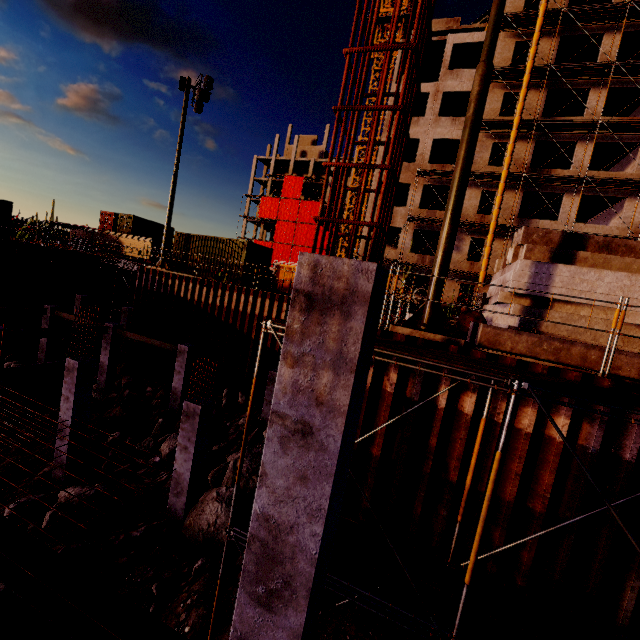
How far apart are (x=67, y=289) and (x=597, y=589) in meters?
34.8

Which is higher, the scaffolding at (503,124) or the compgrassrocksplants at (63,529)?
the scaffolding at (503,124)

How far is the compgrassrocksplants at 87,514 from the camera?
8.9 meters

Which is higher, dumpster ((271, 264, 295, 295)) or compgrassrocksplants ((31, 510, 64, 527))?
dumpster ((271, 264, 295, 295))

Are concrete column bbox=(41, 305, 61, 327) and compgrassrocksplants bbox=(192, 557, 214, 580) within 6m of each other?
no

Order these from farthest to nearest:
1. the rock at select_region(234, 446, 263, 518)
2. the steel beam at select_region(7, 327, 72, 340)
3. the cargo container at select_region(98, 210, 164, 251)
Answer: the cargo container at select_region(98, 210, 164, 251) < the steel beam at select_region(7, 327, 72, 340) < the rock at select_region(234, 446, 263, 518)

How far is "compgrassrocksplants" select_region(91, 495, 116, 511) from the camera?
9.7 meters

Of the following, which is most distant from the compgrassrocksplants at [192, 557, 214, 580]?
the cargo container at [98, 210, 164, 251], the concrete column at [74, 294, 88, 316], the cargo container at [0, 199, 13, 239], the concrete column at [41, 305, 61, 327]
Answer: the cargo container at [98, 210, 164, 251]
